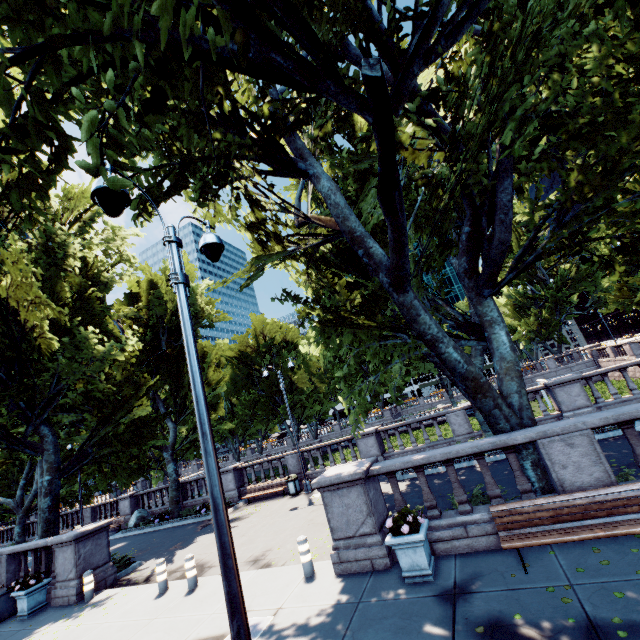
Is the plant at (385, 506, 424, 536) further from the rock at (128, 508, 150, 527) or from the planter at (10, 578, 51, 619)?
the rock at (128, 508, 150, 527)

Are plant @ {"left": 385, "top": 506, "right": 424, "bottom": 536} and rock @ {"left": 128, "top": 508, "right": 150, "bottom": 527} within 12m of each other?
no

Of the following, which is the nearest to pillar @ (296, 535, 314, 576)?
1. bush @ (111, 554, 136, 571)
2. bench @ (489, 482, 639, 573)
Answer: bench @ (489, 482, 639, 573)

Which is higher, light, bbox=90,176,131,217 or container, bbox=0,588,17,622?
light, bbox=90,176,131,217

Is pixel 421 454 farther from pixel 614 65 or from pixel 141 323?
pixel 141 323

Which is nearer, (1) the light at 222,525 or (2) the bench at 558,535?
(1) the light at 222,525

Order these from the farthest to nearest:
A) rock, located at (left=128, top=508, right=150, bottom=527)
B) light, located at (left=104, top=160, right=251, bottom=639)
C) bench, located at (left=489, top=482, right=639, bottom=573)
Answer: rock, located at (left=128, top=508, right=150, bottom=527) → bench, located at (left=489, top=482, right=639, bottom=573) → light, located at (left=104, top=160, right=251, bottom=639)

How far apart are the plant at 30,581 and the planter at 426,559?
13.07m
